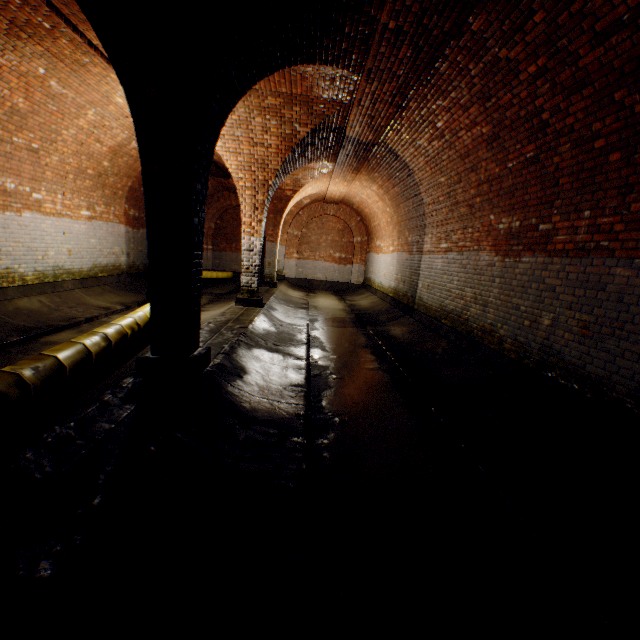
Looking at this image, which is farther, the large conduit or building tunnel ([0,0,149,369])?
building tunnel ([0,0,149,369])

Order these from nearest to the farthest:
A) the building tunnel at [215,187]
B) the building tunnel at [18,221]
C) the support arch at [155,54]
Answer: the support arch at [155,54] < the building tunnel at [18,221] < the building tunnel at [215,187]

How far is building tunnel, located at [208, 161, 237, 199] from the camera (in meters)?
12.25

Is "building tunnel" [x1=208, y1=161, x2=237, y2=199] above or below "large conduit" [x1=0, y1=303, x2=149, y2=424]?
above

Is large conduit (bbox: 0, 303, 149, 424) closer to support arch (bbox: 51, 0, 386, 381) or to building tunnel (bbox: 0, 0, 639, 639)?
building tunnel (bbox: 0, 0, 639, 639)

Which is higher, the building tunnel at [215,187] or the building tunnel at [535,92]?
the building tunnel at [215,187]

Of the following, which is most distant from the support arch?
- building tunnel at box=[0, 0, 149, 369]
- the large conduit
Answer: the large conduit

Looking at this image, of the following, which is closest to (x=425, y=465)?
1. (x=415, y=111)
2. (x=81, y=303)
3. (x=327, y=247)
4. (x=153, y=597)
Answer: (x=153, y=597)
